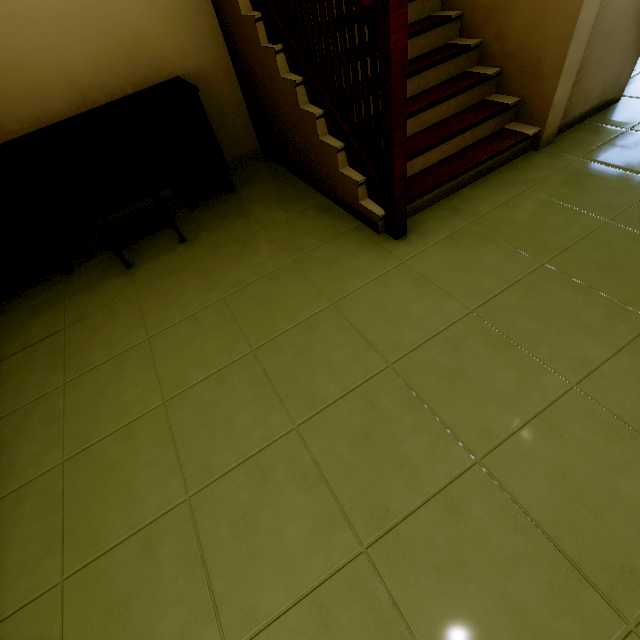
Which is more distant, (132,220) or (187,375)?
(132,220)

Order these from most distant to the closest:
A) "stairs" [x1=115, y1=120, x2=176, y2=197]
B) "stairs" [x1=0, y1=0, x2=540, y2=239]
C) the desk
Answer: "stairs" [x1=115, y1=120, x2=176, y2=197], the desk, "stairs" [x1=0, y1=0, x2=540, y2=239]

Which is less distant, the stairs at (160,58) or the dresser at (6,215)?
the stairs at (160,58)

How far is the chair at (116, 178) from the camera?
1.80m

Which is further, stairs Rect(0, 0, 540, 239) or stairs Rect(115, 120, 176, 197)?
stairs Rect(115, 120, 176, 197)

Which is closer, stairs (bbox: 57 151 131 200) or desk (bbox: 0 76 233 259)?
desk (bbox: 0 76 233 259)

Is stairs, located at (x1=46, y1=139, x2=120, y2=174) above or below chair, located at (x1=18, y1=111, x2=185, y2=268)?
above
